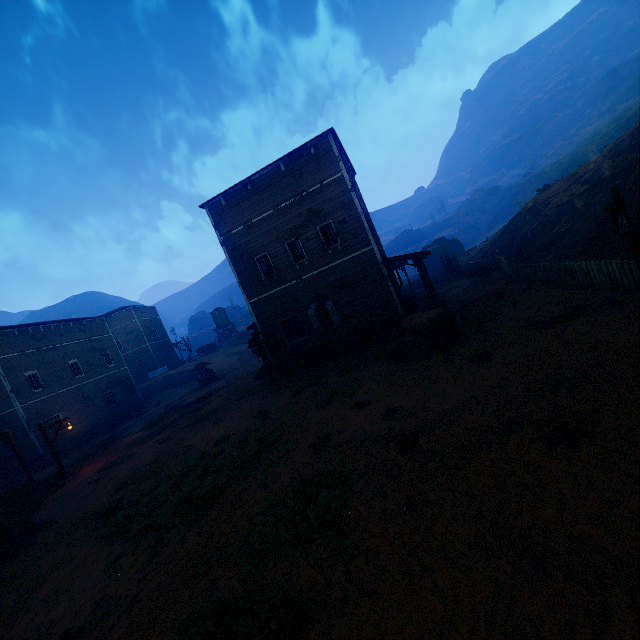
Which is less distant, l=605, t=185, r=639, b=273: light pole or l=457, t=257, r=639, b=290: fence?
l=605, t=185, r=639, b=273: light pole

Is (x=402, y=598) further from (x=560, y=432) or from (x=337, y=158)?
(x=337, y=158)

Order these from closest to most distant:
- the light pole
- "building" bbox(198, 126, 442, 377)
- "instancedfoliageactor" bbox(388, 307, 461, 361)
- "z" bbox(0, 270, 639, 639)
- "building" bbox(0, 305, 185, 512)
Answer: "z" bbox(0, 270, 639, 639)
the light pole
"instancedfoliageactor" bbox(388, 307, 461, 361)
"building" bbox(198, 126, 442, 377)
"building" bbox(0, 305, 185, 512)

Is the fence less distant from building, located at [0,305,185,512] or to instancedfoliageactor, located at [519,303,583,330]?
instancedfoliageactor, located at [519,303,583,330]

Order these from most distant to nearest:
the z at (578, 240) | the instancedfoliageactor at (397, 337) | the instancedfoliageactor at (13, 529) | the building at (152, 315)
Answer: the building at (152, 315) → the z at (578, 240) → the instancedfoliageactor at (397, 337) → the instancedfoliageactor at (13, 529)

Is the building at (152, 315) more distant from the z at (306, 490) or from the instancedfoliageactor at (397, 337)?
the instancedfoliageactor at (397, 337)

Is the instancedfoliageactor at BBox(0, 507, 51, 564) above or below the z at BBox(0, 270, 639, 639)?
above

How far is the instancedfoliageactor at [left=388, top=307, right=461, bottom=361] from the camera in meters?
12.0
